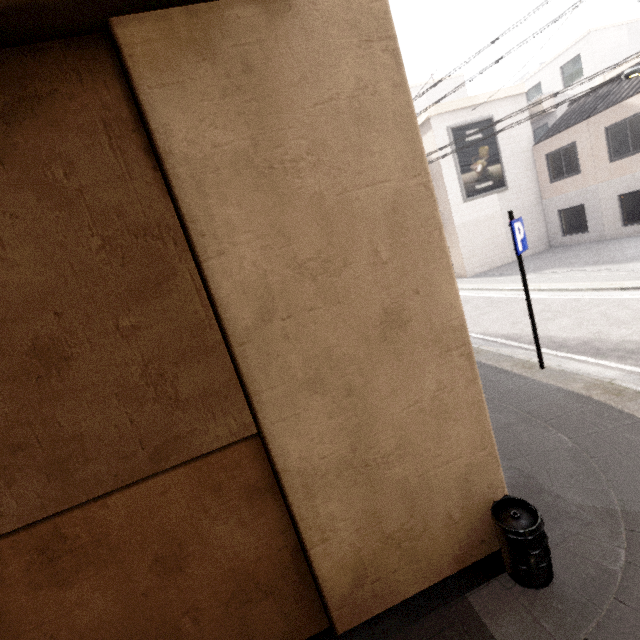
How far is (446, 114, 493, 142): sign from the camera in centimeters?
1681cm

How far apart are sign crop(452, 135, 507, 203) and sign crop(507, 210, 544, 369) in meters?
13.1 m

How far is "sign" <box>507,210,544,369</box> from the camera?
5.49m

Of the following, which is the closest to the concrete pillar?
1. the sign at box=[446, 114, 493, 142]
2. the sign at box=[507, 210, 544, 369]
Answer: the sign at box=[507, 210, 544, 369]

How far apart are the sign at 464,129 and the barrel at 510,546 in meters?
17.6

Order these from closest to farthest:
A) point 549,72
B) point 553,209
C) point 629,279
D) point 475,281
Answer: point 629,279 < point 475,281 < point 553,209 < point 549,72

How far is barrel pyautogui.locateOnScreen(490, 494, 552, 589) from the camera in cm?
263

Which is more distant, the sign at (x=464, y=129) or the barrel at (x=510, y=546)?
the sign at (x=464, y=129)
